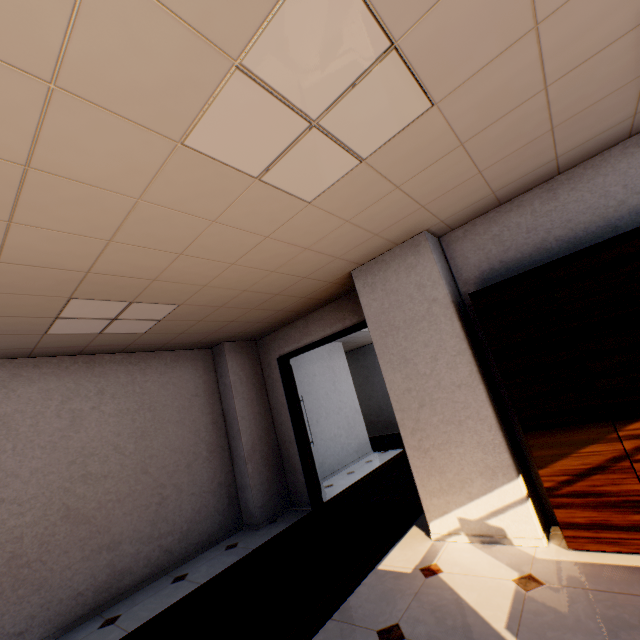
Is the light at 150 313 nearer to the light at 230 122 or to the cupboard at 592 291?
the light at 230 122

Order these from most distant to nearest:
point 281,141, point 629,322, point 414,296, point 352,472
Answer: point 352,472 < point 414,296 < point 629,322 < point 281,141

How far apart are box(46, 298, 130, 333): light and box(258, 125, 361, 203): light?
2.08m

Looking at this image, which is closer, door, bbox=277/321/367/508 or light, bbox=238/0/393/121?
light, bbox=238/0/393/121

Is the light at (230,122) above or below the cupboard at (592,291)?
above

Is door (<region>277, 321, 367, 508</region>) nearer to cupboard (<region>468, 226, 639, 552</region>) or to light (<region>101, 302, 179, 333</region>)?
cupboard (<region>468, 226, 639, 552</region>)
